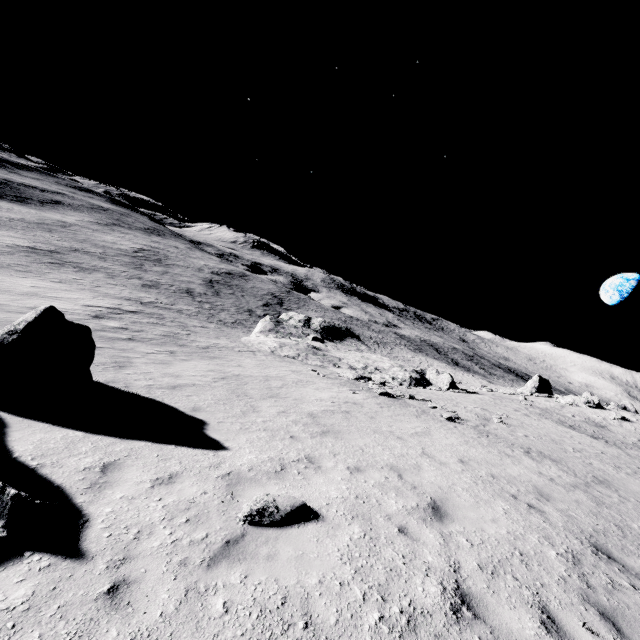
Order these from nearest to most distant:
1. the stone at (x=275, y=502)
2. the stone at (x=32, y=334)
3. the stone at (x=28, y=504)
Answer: the stone at (x=28, y=504) < the stone at (x=275, y=502) < the stone at (x=32, y=334)

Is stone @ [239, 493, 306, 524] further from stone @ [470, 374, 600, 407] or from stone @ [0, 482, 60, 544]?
stone @ [470, 374, 600, 407]

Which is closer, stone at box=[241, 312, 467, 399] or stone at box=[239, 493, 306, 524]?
stone at box=[239, 493, 306, 524]

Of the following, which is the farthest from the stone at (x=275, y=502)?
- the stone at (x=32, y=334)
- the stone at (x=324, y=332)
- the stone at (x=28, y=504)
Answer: the stone at (x=324, y=332)

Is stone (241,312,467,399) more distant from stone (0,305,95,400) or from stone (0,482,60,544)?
stone (0,482,60,544)

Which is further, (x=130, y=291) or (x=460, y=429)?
(x=130, y=291)

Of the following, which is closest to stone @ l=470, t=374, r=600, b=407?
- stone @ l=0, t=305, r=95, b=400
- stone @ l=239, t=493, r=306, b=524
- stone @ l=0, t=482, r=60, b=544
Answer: stone @ l=0, t=305, r=95, b=400
